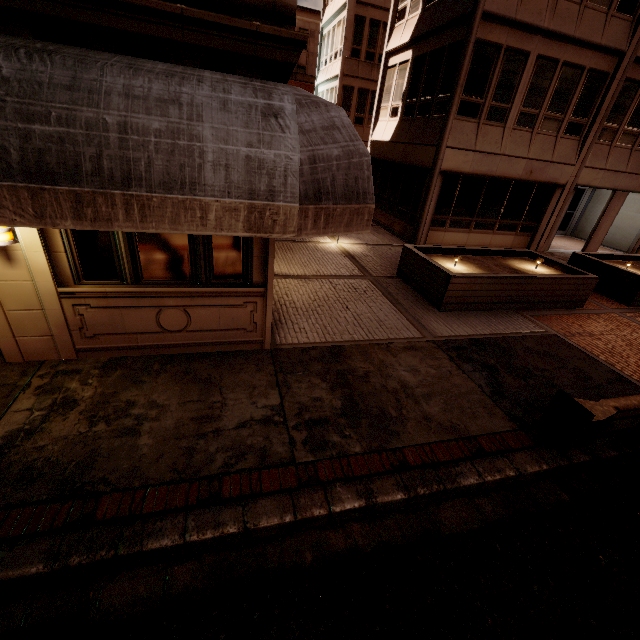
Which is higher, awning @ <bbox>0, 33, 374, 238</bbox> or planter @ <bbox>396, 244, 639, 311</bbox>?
awning @ <bbox>0, 33, 374, 238</bbox>

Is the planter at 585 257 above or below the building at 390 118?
below

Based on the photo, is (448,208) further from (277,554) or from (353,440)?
(277,554)

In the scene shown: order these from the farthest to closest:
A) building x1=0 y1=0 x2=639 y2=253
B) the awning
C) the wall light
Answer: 1. the wall light
2. building x1=0 y1=0 x2=639 y2=253
3. the awning

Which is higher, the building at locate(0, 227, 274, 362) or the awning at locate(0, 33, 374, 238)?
the awning at locate(0, 33, 374, 238)

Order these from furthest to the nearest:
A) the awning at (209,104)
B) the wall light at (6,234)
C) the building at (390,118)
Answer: the wall light at (6,234), the building at (390,118), the awning at (209,104)

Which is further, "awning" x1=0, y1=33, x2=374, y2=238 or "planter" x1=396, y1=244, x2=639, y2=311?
"planter" x1=396, y1=244, x2=639, y2=311

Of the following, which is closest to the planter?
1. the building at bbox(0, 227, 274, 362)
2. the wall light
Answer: the building at bbox(0, 227, 274, 362)
